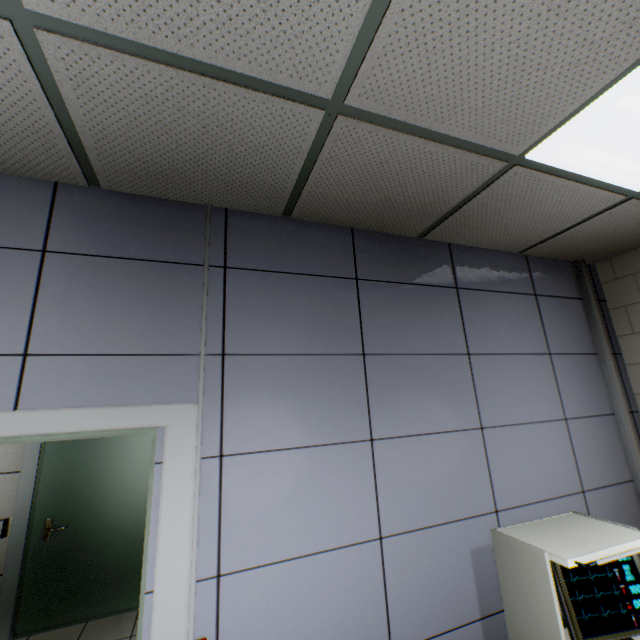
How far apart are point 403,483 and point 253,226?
1.7m

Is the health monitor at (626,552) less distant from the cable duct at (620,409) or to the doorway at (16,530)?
the cable duct at (620,409)

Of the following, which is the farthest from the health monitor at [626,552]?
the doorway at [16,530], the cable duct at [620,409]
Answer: the doorway at [16,530]

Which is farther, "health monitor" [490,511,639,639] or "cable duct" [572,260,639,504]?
"cable duct" [572,260,639,504]

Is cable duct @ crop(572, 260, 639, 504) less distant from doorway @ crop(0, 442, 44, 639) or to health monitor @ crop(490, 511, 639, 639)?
health monitor @ crop(490, 511, 639, 639)

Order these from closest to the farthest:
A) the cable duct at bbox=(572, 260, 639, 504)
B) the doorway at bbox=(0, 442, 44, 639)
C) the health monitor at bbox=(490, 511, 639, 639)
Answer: the health monitor at bbox=(490, 511, 639, 639) < the cable duct at bbox=(572, 260, 639, 504) < the doorway at bbox=(0, 442, 44, 639)

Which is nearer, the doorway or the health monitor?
the health monitor
